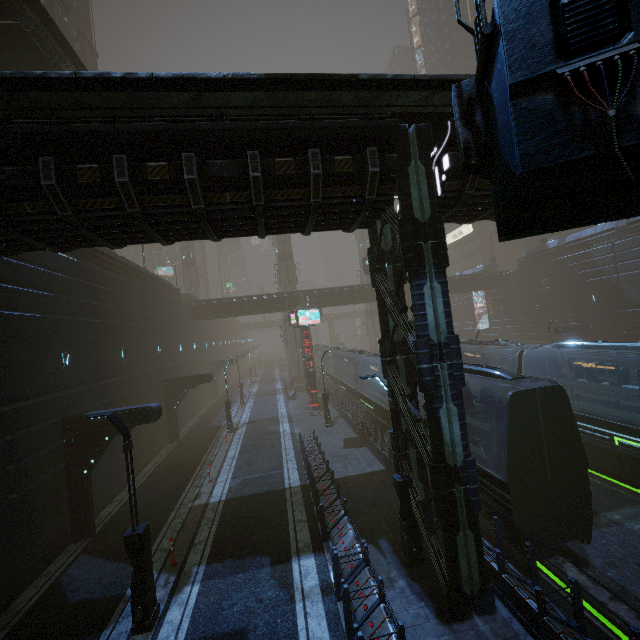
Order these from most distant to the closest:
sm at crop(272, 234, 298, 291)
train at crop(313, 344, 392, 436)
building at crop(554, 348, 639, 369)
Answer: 1. sm at crop(272, 234, 298, 291)
2. building at crop(554, 348, 639, 369)
3. train at crop(313, 344, 392, 436)

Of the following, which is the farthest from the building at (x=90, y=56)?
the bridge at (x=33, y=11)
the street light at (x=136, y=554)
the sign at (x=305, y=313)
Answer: the bridge at (x=33, y=11)

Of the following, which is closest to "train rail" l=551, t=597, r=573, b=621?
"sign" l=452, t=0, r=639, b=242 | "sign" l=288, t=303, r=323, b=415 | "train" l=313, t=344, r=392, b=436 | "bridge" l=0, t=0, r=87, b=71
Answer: "train" l=313, t=344, r=392, b=436

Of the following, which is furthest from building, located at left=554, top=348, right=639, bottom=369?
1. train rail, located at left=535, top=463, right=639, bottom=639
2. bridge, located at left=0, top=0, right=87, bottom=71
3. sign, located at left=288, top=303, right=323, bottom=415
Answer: bridge, located at left=0, top=0, right=87, bottom=71

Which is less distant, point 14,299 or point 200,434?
point 14,299

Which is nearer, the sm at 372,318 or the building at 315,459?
the building at 315,459

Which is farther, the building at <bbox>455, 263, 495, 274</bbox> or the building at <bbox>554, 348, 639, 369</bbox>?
the building at <bbox>455, 263, 495, 274</bbox>

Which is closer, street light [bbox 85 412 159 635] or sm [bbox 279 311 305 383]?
street light [bbox 85 412 159 635]
